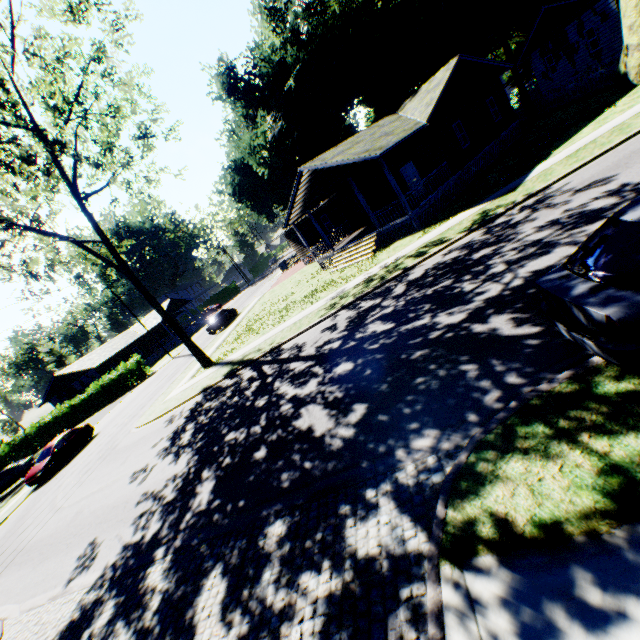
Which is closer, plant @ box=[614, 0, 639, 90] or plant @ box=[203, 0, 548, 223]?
plant @ box=[614, 0, 639, 90]

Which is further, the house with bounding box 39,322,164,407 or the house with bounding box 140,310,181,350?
the house with bounding box 140,310,181,350

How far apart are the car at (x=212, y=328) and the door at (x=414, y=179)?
20.92m

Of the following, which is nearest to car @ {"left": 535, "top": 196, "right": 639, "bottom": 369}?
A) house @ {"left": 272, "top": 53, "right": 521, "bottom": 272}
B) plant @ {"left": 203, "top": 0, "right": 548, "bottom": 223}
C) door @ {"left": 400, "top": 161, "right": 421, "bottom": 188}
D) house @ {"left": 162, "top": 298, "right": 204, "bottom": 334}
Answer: house @ {"left": 272, "top": 53, "right": 521, "bottom": 272}

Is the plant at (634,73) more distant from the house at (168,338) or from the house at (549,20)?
the house at (168,338)

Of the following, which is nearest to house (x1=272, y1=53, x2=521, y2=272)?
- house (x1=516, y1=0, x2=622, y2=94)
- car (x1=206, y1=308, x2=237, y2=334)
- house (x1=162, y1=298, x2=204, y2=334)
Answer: house (x1=516, y1=0, x2=622, y2=94)

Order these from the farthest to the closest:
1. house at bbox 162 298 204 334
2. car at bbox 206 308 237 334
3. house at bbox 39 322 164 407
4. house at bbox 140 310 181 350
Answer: house at bbox 162 298 204 334, house at bbox 140 310 181 350, house at bbox 39 322 164 407, car at bbox 206 308 237 334

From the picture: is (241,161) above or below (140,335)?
above
